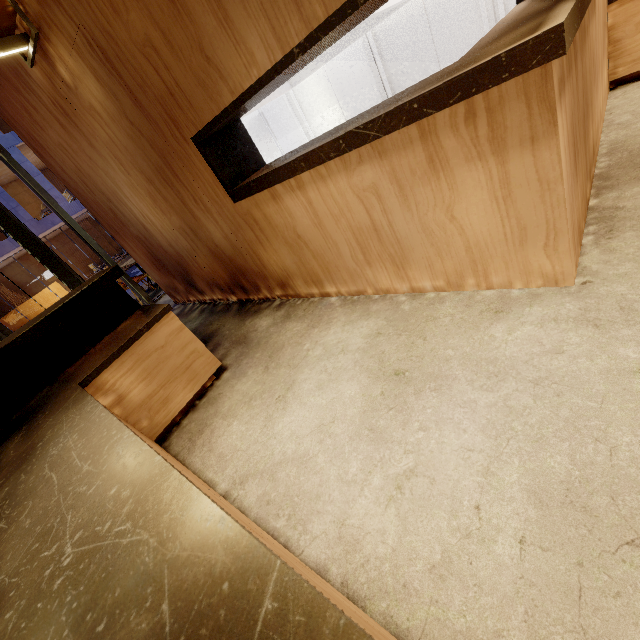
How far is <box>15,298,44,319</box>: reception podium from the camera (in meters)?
21.30

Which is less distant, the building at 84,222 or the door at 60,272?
the door at 60,272

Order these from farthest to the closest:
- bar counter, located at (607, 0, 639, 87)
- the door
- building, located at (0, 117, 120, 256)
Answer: building, located at (0, 117, 120, 256)
the door
bar counter, located at (607, 0, 639, 87)

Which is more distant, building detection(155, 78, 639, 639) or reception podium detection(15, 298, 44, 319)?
reception podium detection(15, 298, 44, 319)

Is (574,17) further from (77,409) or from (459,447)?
(77,409)

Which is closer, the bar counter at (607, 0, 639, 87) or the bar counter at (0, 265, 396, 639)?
the bar counter at (0, 265, 396, 639)

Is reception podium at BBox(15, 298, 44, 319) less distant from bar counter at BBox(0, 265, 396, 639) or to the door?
the door

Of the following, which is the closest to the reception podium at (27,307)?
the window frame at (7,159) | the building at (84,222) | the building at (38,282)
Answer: the building at (38,282)
